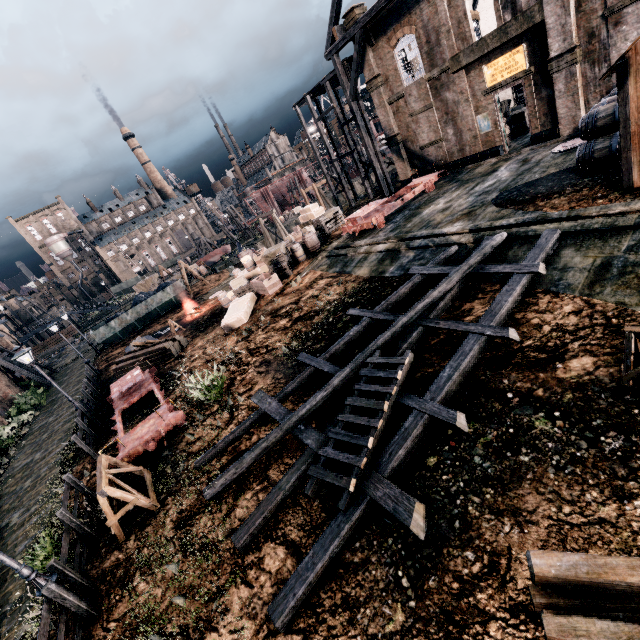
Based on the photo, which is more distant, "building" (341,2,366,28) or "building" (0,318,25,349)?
"building" (0,318,25,349)

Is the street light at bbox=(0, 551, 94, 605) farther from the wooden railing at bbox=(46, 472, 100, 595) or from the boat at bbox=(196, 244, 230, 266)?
the boat at bbox=(196, 244, 230, 266)

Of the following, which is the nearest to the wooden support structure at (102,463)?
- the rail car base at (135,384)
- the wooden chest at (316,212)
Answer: the rail car base at (135,384)

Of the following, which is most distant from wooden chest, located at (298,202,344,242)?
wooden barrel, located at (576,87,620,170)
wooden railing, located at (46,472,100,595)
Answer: wooden railing, located at (46,472,100,595)

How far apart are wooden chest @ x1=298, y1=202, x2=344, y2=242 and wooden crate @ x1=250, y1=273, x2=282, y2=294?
7.92m

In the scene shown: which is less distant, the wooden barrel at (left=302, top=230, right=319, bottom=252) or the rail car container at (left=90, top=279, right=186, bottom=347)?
the wooden barrel at (left=302, top=230, right=319, bottom=252)

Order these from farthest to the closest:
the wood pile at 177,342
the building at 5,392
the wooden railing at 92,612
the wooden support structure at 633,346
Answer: the building at 5,392 → the wood pile at 177,342 → the wooden railing at 92,612 → the wooden support structure at 633,346

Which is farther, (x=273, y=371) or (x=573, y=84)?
(x=573, y=84)
